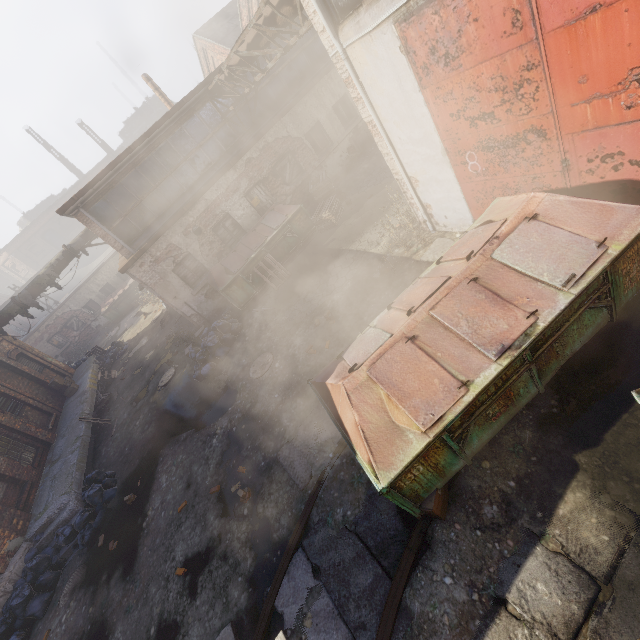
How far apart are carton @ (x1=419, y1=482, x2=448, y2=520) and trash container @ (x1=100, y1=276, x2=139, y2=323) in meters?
27.8 m

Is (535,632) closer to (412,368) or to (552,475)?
(552,475)

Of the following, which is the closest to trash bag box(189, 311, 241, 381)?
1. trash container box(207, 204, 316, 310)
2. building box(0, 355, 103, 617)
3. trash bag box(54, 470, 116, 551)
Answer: trash container box(207, 204, 316, 310)

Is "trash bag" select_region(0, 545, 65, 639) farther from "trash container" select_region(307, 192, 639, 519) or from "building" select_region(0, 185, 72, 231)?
"building" select_region(0, 185, 72, 231)

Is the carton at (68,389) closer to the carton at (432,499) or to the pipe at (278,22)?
the pipe at (278,22)

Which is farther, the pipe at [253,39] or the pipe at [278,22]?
the pipe at [253,39]

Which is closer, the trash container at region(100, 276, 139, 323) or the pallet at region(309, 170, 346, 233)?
the pallet at region(309, 170, 346, 233)

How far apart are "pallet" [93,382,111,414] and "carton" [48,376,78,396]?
1.11m
